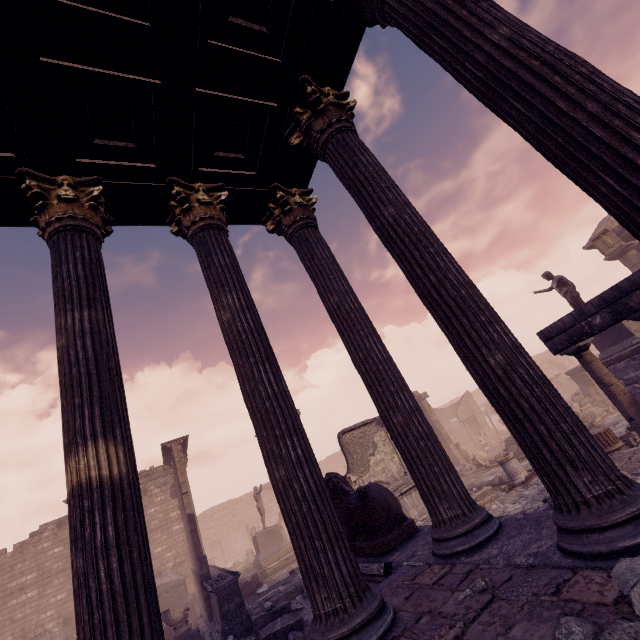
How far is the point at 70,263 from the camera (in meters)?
3.11

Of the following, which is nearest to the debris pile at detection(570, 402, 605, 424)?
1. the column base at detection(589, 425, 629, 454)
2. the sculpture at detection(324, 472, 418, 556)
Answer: the column base at detection(589, 425, 629, 454)

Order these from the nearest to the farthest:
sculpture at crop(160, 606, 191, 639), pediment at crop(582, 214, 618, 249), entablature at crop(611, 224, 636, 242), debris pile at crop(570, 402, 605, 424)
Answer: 1. sculpture at crop(160, 606, 191, 639)
2. debris pile at crop(570, 402, 605, 424)
3. entablature at crop(611, 224, 636, 242)
4. pediment at crop(582, 214, 618, 249)

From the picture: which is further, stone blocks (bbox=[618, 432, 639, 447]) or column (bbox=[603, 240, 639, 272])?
column (bbox=[603, 240, 639, 272])

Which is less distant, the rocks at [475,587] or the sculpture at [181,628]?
the rocks at [475,587]

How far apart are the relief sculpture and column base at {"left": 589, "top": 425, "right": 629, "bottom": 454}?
13.18m

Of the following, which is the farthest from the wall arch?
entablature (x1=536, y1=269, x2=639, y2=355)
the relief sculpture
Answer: entablature (x1=536, y1=269, x2=639, y2=355)

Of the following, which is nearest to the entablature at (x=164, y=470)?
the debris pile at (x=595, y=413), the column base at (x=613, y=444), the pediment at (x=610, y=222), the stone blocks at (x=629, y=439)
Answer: the debris pile at (x=595, y=413)
